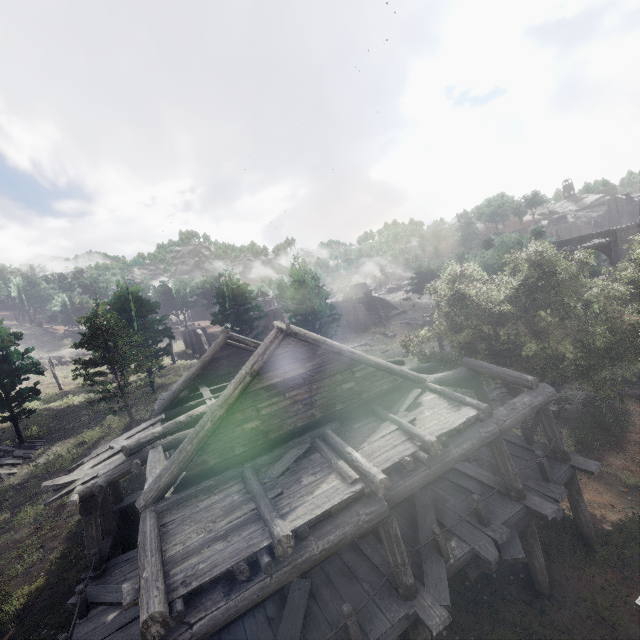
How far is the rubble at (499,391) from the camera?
19.1 meters

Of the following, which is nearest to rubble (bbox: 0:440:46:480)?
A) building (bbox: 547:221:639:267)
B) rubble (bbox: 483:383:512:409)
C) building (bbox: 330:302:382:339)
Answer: building (bbox: 547:221:639:267)

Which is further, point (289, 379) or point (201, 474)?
point (289, 379)

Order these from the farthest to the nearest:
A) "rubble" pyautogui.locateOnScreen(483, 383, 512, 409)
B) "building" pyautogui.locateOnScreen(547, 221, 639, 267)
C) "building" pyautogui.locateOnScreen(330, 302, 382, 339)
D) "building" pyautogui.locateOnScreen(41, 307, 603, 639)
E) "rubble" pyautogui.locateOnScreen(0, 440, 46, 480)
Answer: "building" pyautogui.locateOnScreen(330, 302, 382, 339)
"building" pyautogui.locateOnScreen(547, 221, 639, 267)
"rubble" pyautogui.locateOnScreen(0, 440, 46, 480)
"rubble" pyautogui.locateOnScreen(483, 383, 512, 409)
"building" pyautogui.locateOnScreen(41, 307, 603, 639)

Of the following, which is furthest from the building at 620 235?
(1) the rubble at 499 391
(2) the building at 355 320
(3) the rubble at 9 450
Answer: (3) the rubble at 9 450

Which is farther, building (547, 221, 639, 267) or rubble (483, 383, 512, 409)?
building (547, 221, 639, 267)

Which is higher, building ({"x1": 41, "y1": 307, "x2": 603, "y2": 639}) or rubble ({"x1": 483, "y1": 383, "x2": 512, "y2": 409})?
building ({"x1": 41, "y1": 307, "x2": 603, "y2": 639})

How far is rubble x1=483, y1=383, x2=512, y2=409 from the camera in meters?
19.1 m
